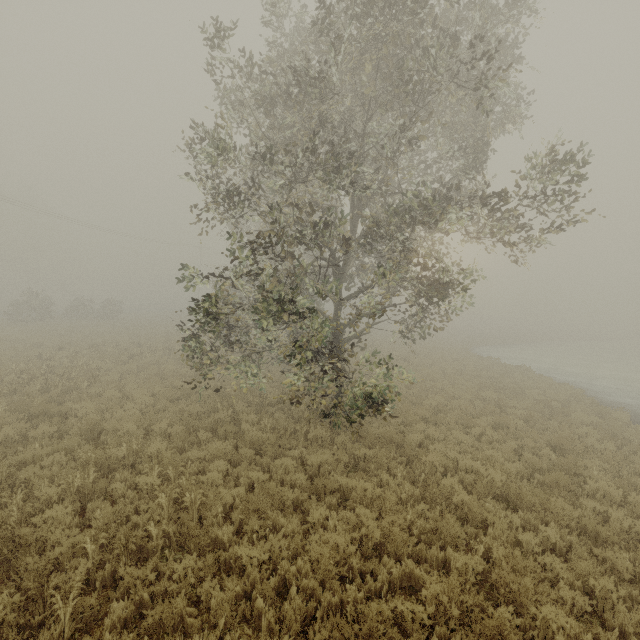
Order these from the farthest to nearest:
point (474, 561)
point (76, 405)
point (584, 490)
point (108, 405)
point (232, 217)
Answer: point (108, 405) < point (76, 405) < point (232, 217) < point (584, 490) < point (474, 561)
